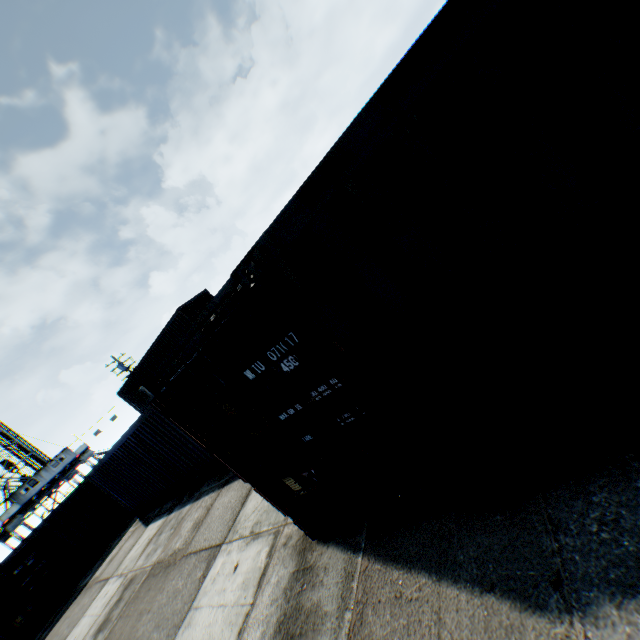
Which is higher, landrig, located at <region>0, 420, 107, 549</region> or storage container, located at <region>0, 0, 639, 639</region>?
landrig, located at <region>0, 420, 107, 549</region>

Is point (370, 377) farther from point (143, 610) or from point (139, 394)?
point (143, 610)

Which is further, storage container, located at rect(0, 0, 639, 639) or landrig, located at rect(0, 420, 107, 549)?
landrig, located at rect(0, 420, 107, 549)

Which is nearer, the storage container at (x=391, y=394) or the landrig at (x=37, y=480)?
the storage container at (x=391, y=394)

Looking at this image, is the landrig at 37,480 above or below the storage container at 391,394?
above
